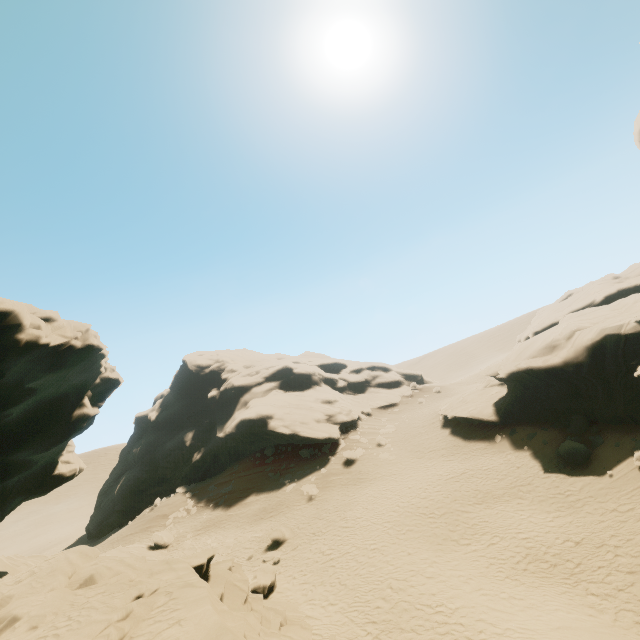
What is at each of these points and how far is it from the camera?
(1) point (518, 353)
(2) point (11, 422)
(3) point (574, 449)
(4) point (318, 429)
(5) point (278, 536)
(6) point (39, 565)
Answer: (1) rock, 28.06m
(2) rock, 11.24m
(3) rock, 19.59m
(4) rock, 35.41m
(5) rock, 21.72m
(6) rock, 11.77m

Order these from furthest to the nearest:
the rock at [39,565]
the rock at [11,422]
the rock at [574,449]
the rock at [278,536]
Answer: the rock at [278,536] → the rock at [574,449] → the rock at [11,422] → the rock at [39,565]

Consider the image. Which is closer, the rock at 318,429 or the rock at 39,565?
the rock at 39,565

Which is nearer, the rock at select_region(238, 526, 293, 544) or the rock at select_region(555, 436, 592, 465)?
the rock at select_region(555, 436, 592, 465)

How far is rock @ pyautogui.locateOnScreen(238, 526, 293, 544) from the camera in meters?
21.7

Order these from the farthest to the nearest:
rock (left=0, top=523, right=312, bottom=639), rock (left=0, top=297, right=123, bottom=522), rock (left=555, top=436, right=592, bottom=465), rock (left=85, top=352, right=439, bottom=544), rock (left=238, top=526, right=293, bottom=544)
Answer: rock (left=85, top=352, right=439, bottom=544) → rock (left=238, top=526, right=293, bottom=544) → rock (left=555, top=436, right=592, bottom=465) → rock (left=0, top=297, right=123, bottom=522) → rock (left=0, top=523, right=312, bottom=639)
